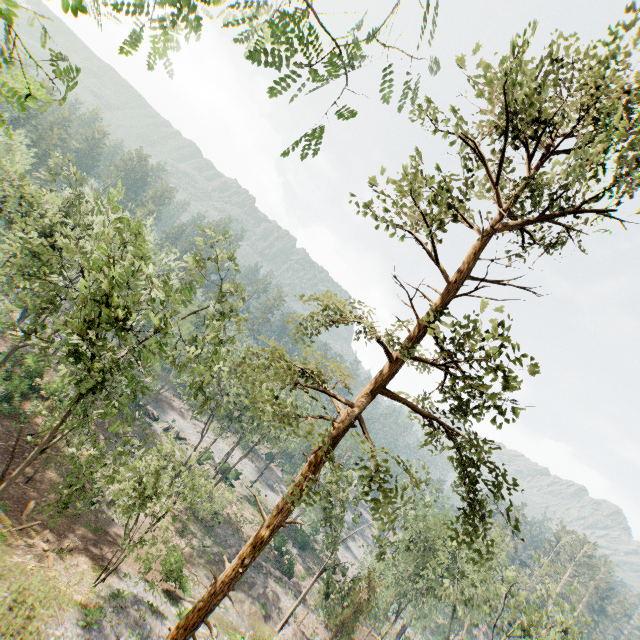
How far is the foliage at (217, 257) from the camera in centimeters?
1820cm

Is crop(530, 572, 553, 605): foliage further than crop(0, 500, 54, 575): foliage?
Yes

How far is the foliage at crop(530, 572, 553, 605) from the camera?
27.4m

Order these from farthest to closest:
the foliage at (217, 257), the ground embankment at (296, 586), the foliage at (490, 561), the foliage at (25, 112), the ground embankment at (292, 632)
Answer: the ground embankment at (296, 586) → the ground embankment at (292, 632) → the foliage at (217, 257) → the foliage at (490, 561) → the foliage at (25, 112)

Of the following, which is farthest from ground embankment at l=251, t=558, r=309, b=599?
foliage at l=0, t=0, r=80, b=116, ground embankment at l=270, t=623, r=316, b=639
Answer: ground embankment at l=270, t=623, r=316, b=639

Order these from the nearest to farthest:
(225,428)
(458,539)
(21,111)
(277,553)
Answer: (21,111), (458,539), (225,428), (277,553)

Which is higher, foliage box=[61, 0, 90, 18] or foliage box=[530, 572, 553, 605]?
foliage box=[61, 0, 90, 18]
